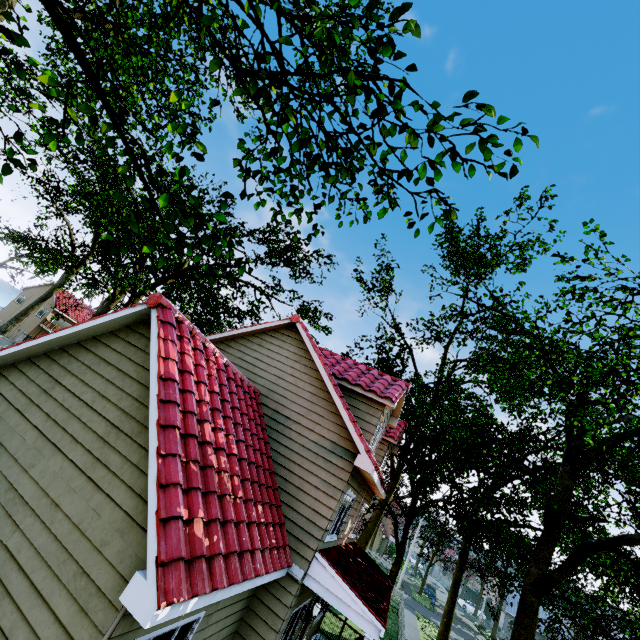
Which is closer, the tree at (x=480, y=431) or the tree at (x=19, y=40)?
the tree at (x=19, y=40)

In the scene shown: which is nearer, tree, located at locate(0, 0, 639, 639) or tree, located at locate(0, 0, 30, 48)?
tree, located at locate(0, 0, 30, 48)

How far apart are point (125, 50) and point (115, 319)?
6.7 meters
